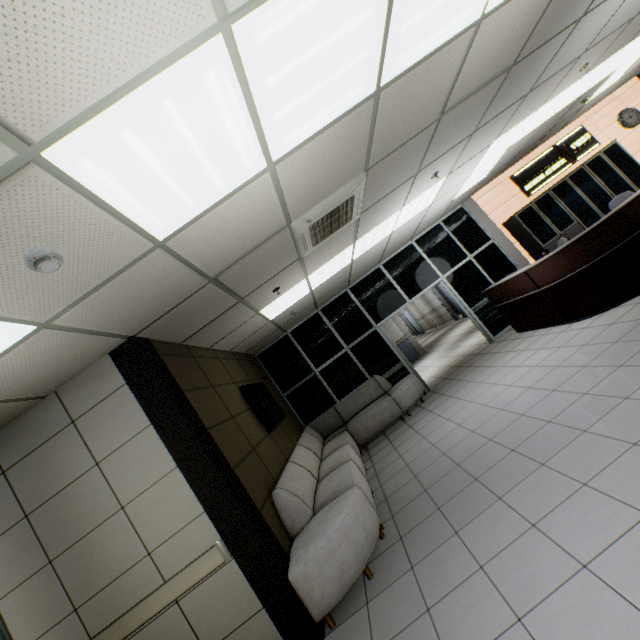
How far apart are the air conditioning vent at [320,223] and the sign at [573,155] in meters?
6.6 m

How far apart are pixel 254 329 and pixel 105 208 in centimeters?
432cm

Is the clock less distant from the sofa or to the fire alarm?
the sofa

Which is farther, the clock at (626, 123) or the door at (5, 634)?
the clock at (626, 123)

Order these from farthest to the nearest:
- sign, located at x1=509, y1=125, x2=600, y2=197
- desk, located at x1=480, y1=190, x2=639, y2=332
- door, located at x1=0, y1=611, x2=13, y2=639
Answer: sign, located at x1=509, y1=125, x2=600, y2=197, desk, located at x1=480, y1=190, x2=639, y2=332, door, located at x1=0, y1=611, x2=13, y2=639

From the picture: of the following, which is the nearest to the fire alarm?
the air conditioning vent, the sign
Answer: the air conditioning vent

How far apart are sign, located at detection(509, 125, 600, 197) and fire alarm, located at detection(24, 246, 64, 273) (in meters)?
9.98

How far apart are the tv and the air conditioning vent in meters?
2.3 m
